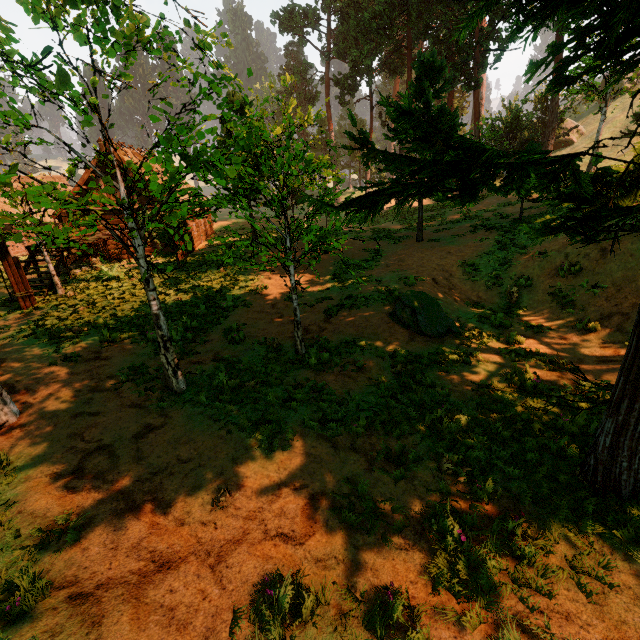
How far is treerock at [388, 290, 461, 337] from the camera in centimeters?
968cm

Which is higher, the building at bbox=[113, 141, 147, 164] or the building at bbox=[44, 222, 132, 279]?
the building at bbox=[113, 141, 147, 164]

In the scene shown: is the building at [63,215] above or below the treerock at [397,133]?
below

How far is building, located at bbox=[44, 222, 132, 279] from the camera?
16.12m

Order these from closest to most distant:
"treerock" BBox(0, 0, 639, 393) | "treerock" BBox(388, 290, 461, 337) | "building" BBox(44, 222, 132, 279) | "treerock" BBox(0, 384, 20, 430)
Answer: "treerock" BBox(0, 0, 639, 393)
"treerock" BBox(0, 384, 20, 430)
"treerock" BBox(388, 290, 461, 337)
"building" BBox(44, 222, 132, 279)

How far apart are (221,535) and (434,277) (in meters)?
12.02

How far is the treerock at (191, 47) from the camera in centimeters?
411cm
